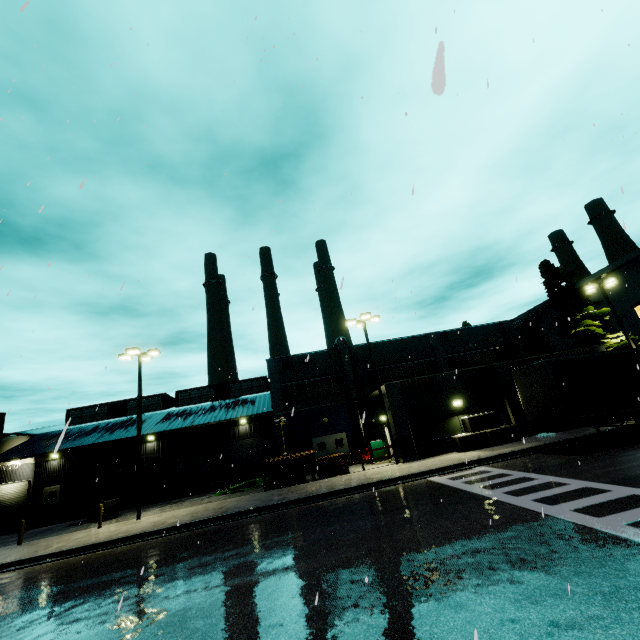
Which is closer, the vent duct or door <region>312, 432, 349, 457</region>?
the vent duct

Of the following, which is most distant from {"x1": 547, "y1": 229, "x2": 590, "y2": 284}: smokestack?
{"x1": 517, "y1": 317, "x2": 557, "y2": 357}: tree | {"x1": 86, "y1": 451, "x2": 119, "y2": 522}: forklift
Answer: {"x1": 517, "y1": 317, "x2": 557, "y2": 357}: tree

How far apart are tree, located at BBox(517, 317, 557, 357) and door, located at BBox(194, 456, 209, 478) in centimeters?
4686cm

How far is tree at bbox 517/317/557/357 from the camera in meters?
47.7

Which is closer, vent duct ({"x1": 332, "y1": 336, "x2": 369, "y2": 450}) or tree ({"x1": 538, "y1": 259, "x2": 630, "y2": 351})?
tree ({"x1": 538, "y1": 259, "x2": 630, "y2": 351})

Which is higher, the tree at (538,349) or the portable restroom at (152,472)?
the tree at (538,349)

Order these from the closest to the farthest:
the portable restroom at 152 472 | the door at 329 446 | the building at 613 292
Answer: the portable restroom at 152 472 → the door at 329 446 → the building at 613 292

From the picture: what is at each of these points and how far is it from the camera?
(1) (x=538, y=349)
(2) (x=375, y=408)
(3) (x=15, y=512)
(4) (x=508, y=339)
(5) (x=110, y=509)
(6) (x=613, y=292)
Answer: (1) tree, 48.2m
(2) building, 25.5m
(3) roll-up door, 29.2m
(4) building, 32.1m
(5) forklift, 21.8m
(6) building, 41.1m
